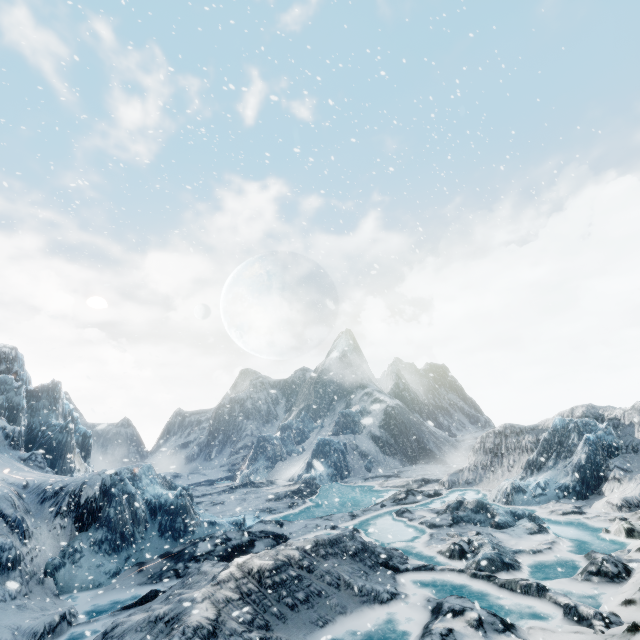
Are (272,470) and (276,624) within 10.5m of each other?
no
